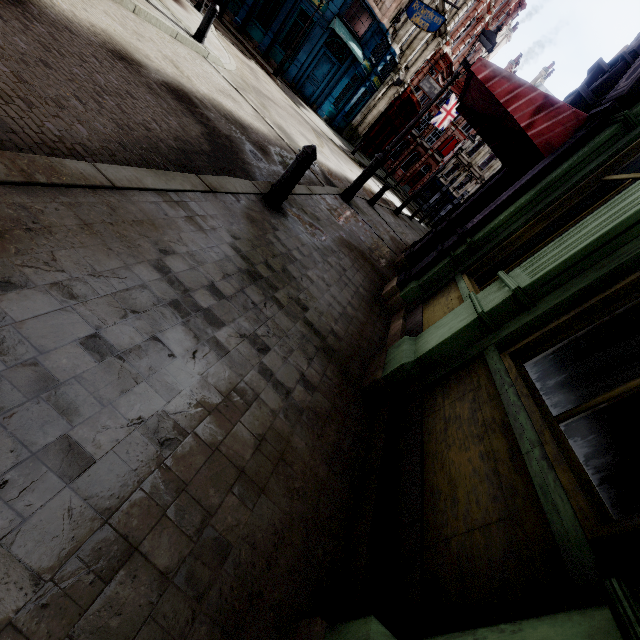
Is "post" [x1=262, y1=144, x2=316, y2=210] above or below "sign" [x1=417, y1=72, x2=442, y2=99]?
below

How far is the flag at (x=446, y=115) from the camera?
31.1 meters

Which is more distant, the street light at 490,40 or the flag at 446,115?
the flag at 446,115

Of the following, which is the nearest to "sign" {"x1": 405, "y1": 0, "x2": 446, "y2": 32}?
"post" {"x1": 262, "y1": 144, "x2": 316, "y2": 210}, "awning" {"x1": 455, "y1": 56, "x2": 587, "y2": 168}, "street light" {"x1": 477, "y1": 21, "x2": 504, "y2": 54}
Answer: "street light" {"x1": 477, "y1": 21, "x2": 504, "y2": 54}

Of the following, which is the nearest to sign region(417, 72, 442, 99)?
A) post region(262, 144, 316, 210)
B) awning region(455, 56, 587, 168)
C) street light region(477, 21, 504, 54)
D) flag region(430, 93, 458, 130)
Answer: flag region(430, 93, 458, 130)

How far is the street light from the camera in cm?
688

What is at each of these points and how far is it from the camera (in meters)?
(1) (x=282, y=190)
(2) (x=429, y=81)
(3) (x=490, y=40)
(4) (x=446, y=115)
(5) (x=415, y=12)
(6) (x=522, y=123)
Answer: (1) post, 4.40
(2) sign, 25.20
(3) street light, 6.88
(4) flag, 31.41
(5) sign, 18.02
(6) awning, 4.66

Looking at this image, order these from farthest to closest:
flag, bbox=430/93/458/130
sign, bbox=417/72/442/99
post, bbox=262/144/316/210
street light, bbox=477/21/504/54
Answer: flag, bbox=430/93/458/130, sign, bbox=417/72/442/99, street light, bbox=477/21/504/54, post, bbox=262/144/316/210
